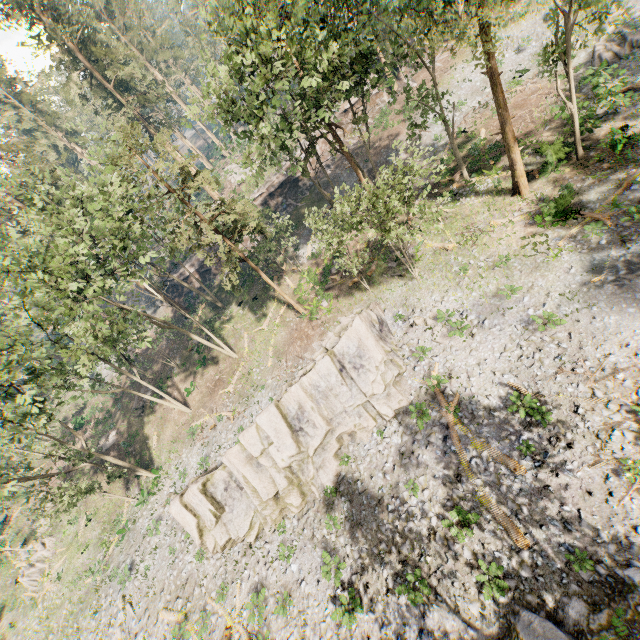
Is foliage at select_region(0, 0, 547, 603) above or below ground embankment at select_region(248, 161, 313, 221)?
above

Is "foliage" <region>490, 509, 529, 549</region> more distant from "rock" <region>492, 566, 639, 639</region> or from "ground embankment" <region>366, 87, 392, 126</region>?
"rock" <region>492, 566, 639, 639</region>

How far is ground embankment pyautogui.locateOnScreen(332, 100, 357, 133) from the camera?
39.72m

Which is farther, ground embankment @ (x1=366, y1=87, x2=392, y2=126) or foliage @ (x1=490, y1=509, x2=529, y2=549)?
ground embankment @ (x1=366, y1=87, x2=392, y2=126)

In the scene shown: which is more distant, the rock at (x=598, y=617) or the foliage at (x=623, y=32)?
the foliage at (x=623, y=32)

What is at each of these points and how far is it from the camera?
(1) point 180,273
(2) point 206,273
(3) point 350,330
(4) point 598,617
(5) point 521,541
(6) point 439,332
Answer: (1) ground embankment, 43.50m
(2) ground embankment, 43.34m
(3) rock, 19.75m
(4) rock, 10.31m
(5) foliage, 12.35m
(6) foliage, 19.80m

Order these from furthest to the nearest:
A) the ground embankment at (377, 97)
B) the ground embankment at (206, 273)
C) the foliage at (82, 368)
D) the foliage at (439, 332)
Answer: the ground embankment at (206, 273)
the ground embankment at (377, 97)
the foliage at (439, 332)
the foliage at (82, 368)
